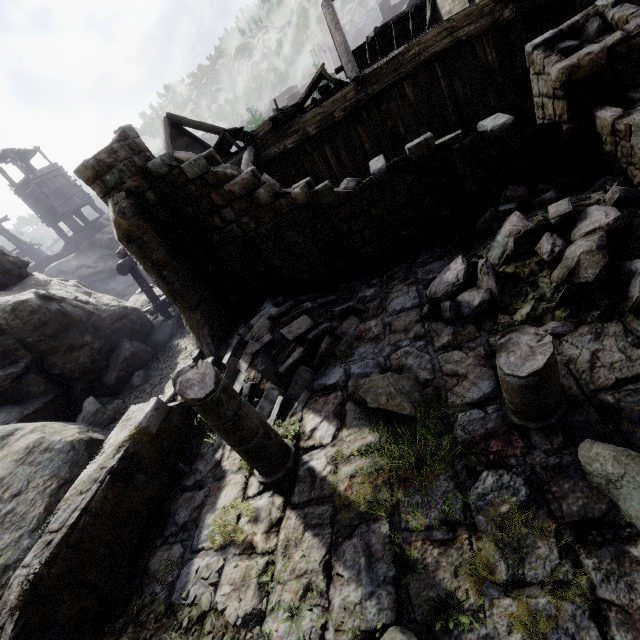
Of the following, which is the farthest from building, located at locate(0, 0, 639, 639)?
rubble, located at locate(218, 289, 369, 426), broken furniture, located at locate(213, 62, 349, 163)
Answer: broken furniture, located at locate(213, 62, 349, 163)

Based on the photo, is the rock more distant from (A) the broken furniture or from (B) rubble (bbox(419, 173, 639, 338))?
(B) rubble (bbox(419, 173, 639, 338))

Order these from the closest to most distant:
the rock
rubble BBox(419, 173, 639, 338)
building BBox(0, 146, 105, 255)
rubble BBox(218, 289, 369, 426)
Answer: rubble BBox(419, 173, 639, 338), rubble BBox(218, 289, 369, 426), the rock, building BBox(0, 146, 105, 255)

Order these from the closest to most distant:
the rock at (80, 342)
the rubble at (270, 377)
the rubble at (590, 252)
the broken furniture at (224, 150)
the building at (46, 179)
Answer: the rubble at (590, 252) < the rubble at (270, 377) < the rock at (80, 342) < the broken furniture at (224, 150) < the building at (46, 179)

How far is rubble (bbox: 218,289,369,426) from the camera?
6.4 meters

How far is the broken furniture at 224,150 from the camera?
12.0 meters

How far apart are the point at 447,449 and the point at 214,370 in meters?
3.2 m

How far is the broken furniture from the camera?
12.0m
